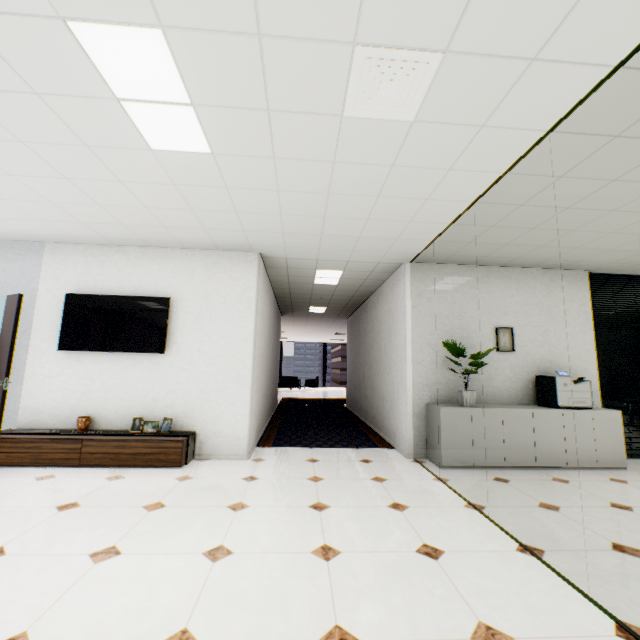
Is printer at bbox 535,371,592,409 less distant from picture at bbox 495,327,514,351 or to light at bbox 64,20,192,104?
picture at bbox 495,327,514,351

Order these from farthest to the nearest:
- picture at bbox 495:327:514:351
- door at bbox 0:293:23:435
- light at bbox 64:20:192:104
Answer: picture at bbox 495:327:514:351 < door at bbox 0:293:23:435 < light at bbox 64:20:192:104

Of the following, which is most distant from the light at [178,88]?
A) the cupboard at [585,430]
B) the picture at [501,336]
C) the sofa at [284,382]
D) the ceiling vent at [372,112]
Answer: the sofa at [284,382]

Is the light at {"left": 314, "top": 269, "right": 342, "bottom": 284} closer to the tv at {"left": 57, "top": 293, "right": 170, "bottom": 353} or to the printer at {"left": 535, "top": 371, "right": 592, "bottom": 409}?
the tv at {"left": 57, "top": 293, "right": 170, "bottom": 353}

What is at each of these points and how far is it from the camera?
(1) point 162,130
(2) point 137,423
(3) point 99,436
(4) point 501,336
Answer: (1) light, 2.38m
(2) picture frame, 4.32m
(3) cupboard, 4.05m
(4) picture, 5.07m

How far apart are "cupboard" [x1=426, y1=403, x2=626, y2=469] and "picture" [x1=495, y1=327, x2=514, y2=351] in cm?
83

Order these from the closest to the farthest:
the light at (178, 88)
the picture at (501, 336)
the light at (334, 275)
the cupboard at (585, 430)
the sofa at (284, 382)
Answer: the light at (178, 88) < the cupboard at (585, 430) < the picture at (501, 336) < the light at (334, 275) < the sofa at (284, 382)

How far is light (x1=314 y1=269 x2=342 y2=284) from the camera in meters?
5.8
